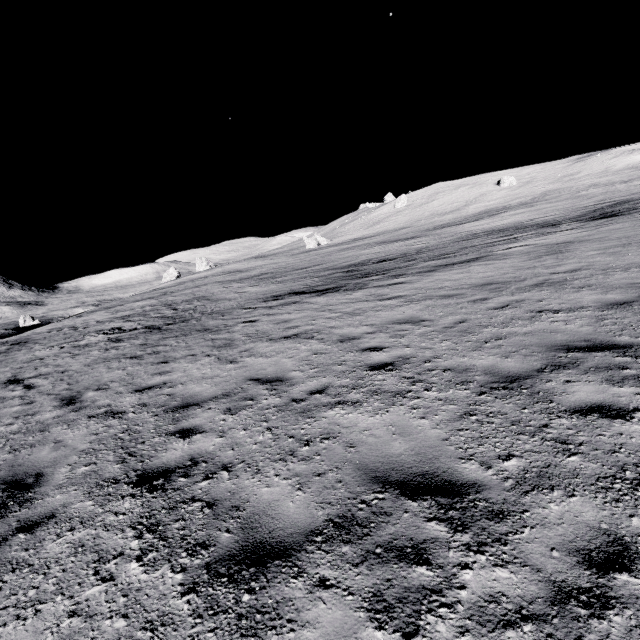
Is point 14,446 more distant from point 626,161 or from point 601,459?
point 626,161
